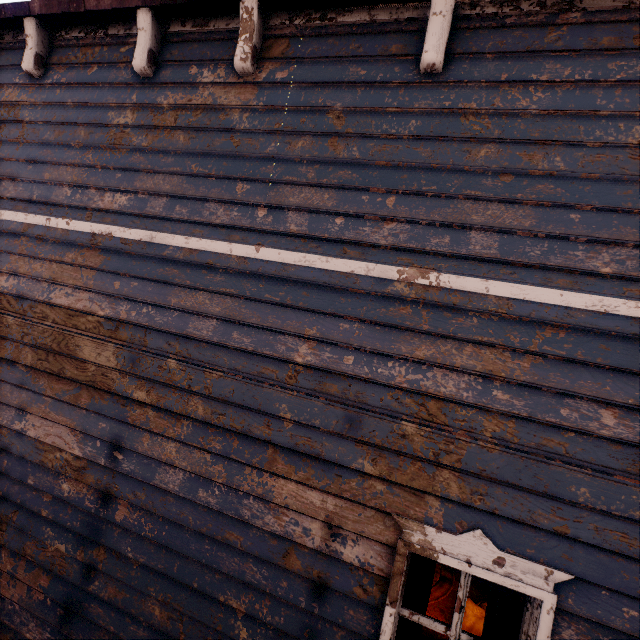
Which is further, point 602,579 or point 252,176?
point 252,176

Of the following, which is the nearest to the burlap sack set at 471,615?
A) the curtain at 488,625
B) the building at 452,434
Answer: the building at 452,434

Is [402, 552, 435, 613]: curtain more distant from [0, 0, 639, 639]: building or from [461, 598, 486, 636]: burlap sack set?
[461, 598, 486, 636]: burlap sack set

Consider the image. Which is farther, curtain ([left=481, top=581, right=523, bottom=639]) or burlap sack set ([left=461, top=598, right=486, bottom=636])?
burlap sack set ([left=461, top=598, right=486, bottom=636])

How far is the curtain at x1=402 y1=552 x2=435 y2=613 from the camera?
2.3m

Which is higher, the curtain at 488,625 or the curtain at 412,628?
the curtain at 488,625

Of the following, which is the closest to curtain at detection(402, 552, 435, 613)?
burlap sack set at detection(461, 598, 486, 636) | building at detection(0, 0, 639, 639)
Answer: building at detection(0, 0, 639, 639)

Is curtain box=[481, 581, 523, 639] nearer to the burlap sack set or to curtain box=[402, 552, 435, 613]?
curtain box=[402, 552, 435, 613]
